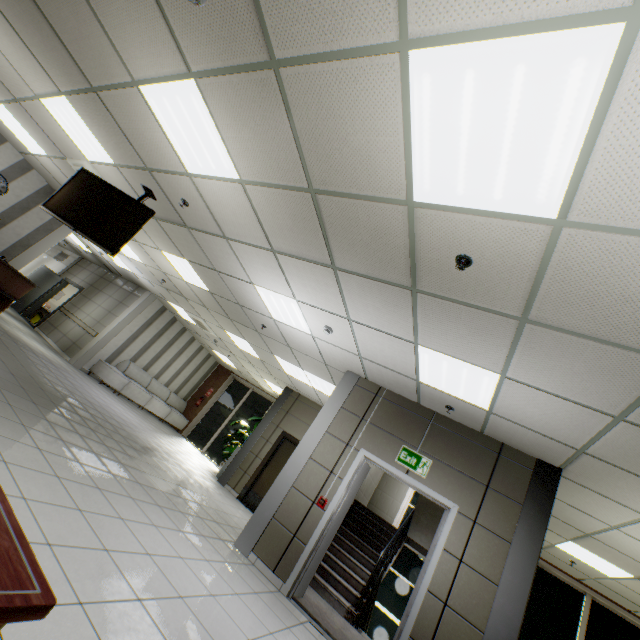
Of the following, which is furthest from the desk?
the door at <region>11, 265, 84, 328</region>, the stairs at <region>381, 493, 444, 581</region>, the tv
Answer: the stairs at <region>381, 493, 444, 581</region>

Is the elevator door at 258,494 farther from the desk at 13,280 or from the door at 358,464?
the desk at 13,280

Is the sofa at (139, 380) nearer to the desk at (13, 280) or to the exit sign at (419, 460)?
the desk at (13, 280)

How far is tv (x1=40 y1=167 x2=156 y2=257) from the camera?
4.4 meters

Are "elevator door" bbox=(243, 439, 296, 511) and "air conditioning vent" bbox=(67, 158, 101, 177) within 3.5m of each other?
no

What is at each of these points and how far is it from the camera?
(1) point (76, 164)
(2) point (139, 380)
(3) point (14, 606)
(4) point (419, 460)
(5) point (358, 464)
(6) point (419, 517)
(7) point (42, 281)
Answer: (1) air conditioning vent, 5.97m
(2) sofa, 11.85m
(3) table, 0.84m
(4) exit sign, 4.83m
(5) door, 5.04m
(6) stairs, 7.39m
(7) door, 13.52m

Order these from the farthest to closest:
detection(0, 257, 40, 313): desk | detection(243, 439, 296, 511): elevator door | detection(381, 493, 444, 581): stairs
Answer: detection(243, 439, 296, 511): elevator door
detection(381, 493, 444, 581): stairs
detection(0, 257, 40, 313): desk

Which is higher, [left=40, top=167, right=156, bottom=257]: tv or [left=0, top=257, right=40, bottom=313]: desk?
[left=40, top=167, right=156, bottom=257]: tv
